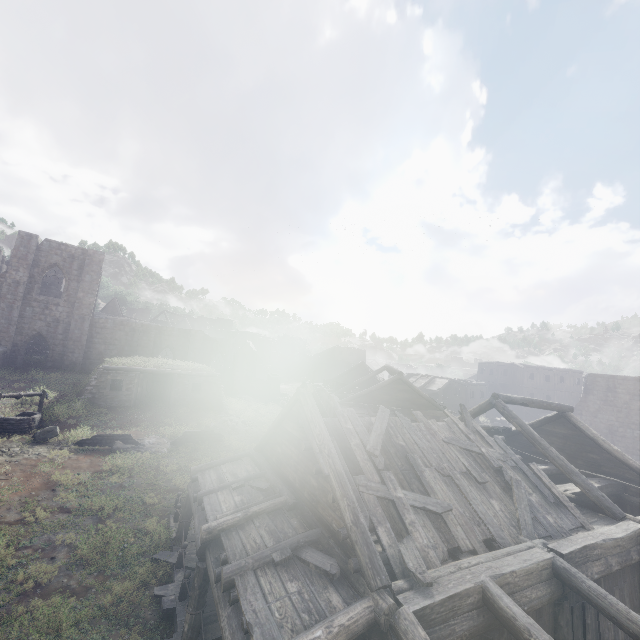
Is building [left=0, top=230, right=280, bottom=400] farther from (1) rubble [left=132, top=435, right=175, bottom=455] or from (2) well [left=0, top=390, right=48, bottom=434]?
(1) rubble [left=132, top=435, right=175, bottom=455]

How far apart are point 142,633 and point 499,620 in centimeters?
884cm

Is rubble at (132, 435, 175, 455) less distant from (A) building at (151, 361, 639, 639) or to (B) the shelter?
(B) the shelter

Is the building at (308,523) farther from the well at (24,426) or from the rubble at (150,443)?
the rubble at (150,443)

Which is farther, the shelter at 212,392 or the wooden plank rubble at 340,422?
the shelter at 212,392

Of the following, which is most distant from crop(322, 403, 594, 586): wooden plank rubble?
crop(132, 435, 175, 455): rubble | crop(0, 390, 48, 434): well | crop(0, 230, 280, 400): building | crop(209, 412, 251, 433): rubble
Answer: crop(0, 390, 48, 434): well

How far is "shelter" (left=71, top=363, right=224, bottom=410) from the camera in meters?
22.0 m

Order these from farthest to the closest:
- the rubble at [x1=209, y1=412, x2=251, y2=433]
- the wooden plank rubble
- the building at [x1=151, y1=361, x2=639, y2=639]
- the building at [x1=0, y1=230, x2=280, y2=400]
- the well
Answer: the building at [x1=0, y1=230, x2=280, y2=400]
the rubble at [x1=209, y1=412, x2=251, y2=433]
the well
the wooden plank rubble
the building at [x1=151, y1=361, x2=639, y2=639]
